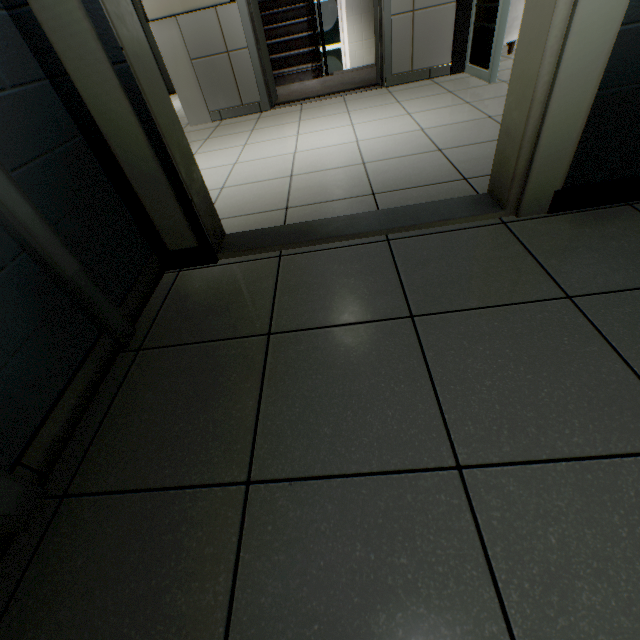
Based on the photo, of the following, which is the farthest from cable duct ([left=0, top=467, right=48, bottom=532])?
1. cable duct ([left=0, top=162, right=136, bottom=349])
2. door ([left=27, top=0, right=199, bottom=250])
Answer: door ([left=27, top=0, right=199, bottom=250])

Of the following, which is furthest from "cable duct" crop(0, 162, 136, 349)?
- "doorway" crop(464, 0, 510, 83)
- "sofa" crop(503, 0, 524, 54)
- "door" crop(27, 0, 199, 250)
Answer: "sofa" crop(503, 0, 524, 54)

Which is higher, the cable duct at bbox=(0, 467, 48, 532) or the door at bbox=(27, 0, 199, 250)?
the door at bbox=(27, 0, 199, 250)

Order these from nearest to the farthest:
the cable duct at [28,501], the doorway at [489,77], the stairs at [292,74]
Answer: the cable duct at [28,501]
the doorway at [489,77]
the stairs at [292,74]

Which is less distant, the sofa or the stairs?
the sofa

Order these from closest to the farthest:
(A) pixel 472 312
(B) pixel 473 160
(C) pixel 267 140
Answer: (A) pixel 472 312 → (B) pixel 473 160 → (C) pixel 267 140

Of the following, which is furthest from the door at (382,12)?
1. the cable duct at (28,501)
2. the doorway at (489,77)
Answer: the cable duct at (28,501)

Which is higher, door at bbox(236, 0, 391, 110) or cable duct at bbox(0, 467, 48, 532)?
door at bbox(236, 0, 391, 110)
